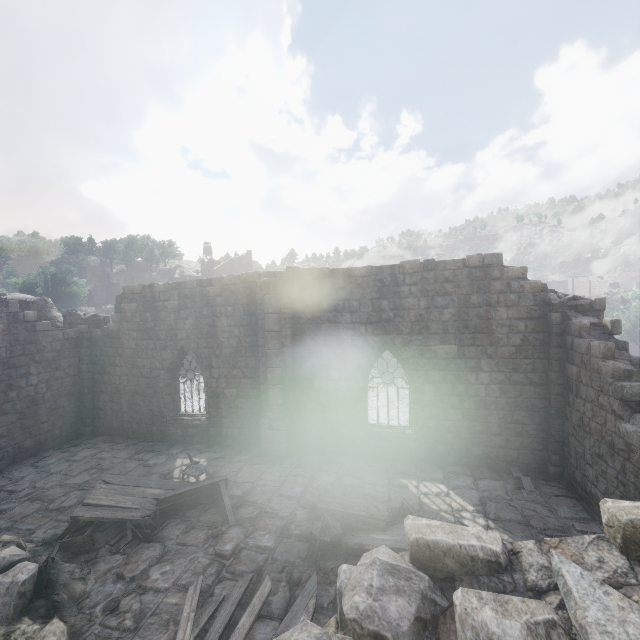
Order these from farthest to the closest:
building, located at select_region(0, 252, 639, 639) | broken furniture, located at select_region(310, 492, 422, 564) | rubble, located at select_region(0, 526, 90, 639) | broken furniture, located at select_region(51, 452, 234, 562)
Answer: broken furniture, located at select_region(51, 452, 234, 562), broken furniture, located at select_region(310, 492, 422, 564), rubble, located at select_region(0, 526, 90, 639), building, located at select_region(0, 252, 639, 639)

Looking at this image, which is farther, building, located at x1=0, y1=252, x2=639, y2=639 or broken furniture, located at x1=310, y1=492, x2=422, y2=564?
broken furniture, located at x1=310, y1=492, x2=422, y2=564

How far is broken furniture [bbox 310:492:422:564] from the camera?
6.7m

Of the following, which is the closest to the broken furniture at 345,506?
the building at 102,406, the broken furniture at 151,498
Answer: the building at 102,406

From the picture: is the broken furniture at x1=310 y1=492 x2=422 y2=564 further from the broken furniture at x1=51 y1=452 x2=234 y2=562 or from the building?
the broken furniture at x1=51 y1=452 x2=234 y2=562

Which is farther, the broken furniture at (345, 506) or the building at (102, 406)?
the broken furniture at (345, 506)

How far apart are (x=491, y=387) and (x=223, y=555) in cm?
891

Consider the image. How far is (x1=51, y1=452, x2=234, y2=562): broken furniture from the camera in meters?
7.7 m
